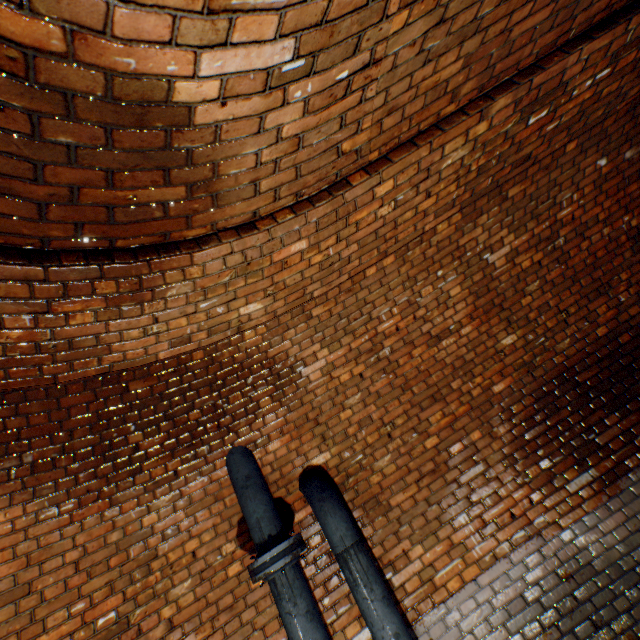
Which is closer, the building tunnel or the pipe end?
the building tunnel

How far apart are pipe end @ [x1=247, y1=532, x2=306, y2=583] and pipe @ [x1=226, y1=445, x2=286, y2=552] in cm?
9

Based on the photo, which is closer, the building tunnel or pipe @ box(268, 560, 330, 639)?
the building tunnel

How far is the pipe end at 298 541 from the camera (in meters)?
2.39

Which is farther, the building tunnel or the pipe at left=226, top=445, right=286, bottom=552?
the pipe at left=226, top=445, right=286, bottom=552

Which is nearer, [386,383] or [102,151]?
[102,151]

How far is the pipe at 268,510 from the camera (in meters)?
2.58

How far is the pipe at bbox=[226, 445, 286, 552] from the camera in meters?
2.6
